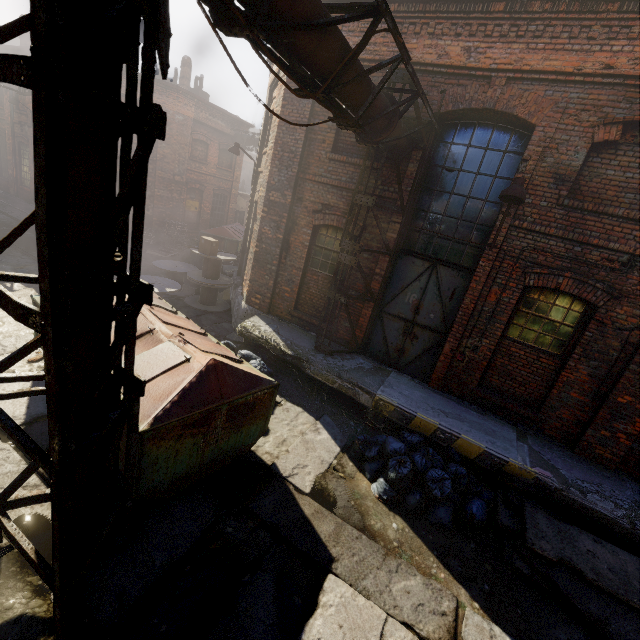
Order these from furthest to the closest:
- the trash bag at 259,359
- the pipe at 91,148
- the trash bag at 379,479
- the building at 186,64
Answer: the building at 186,64
the trash bag at 259,359
the trash bag at 379,479
the pipe at 91,148

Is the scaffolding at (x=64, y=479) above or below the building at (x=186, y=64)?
below

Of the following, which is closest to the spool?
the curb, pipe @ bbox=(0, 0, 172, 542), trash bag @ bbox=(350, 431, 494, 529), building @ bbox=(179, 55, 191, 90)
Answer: pipe @ bbox=(0, 0, 172, 542)

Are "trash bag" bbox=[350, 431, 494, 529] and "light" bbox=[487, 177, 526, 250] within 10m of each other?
yes

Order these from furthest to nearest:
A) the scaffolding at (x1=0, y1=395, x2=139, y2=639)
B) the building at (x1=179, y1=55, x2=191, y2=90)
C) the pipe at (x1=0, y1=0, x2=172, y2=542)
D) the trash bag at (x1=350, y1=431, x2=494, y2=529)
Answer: the building at (x1=179, y1=55, x2=191, y2=90)
the trash bag at (x1=350, y1=431, x2=494, y2=529)
the scaffolding at (x1=0, y1=395, x2=139, y2=639)
the pipe at (x1=0, y1=0, x2=172, y2=542)

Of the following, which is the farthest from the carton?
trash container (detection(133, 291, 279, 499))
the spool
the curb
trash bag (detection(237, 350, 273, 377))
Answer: the curb

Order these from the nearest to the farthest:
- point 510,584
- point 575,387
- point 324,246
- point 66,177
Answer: point 66,177 → point 510,584 → point 575,387 → point 324,246

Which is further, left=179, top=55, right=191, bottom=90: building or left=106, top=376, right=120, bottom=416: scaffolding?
left=179, top=55, right=191, bottom=90: building
